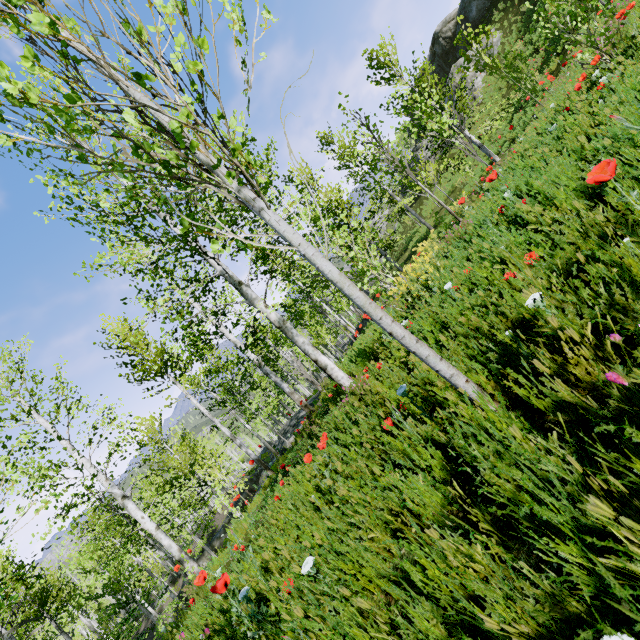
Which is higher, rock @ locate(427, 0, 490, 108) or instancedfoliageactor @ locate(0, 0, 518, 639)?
rock @ locate(427, 0, 490, 108)

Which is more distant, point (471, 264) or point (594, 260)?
point (471, 264)

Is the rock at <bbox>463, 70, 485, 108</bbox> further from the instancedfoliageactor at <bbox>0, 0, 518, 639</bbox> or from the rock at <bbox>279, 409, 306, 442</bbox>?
the instancedfoliageactor at <bbox>0, 0, 518, 639</bbox>

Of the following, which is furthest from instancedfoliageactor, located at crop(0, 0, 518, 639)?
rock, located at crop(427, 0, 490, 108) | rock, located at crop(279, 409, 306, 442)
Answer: rock, located at crop(427, 0, 490, 108)

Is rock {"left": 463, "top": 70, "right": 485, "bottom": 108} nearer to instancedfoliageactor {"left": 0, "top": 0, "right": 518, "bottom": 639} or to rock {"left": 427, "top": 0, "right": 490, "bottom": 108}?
rock {"left": 427, "top": 0, "right": 490, "bottom": 108}

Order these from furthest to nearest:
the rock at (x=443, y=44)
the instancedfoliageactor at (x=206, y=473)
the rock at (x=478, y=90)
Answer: the rock at (x=443, y=44)
the rock at (x=478, y=90)
the instancedfoliageactor at (x=206, y=473)

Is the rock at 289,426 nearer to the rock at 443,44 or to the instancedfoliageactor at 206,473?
the instancedfoliageactor at 206,473
